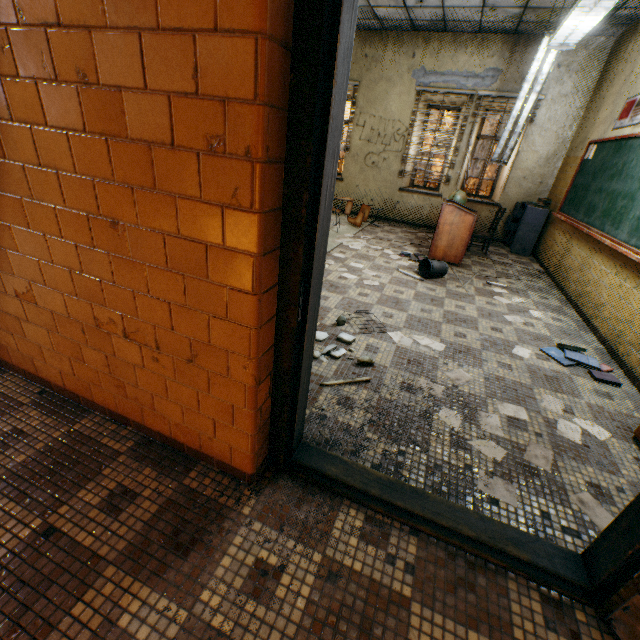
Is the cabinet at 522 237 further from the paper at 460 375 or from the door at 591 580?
the door at 591 580

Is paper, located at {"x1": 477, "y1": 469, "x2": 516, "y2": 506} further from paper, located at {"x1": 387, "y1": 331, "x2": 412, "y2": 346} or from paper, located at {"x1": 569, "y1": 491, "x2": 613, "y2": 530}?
paper, located at {"x1": 387, "y1": 331, "x2": 412, "y2": 346}

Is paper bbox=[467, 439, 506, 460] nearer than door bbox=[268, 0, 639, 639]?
No

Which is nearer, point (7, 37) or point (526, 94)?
point (7, 37)

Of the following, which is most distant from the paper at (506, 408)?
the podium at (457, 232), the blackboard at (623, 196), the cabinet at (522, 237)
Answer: the cabinet at (522, 237)

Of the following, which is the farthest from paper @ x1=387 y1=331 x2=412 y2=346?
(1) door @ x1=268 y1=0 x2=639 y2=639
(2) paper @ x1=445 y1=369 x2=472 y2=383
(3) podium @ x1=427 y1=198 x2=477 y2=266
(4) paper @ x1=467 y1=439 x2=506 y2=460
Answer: (3) podium @ x1=427 y1=198 x2=477 y2=266

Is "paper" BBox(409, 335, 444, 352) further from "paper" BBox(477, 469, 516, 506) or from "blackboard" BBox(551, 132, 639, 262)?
"blackboard" BBox(551, 132, 639, 262)

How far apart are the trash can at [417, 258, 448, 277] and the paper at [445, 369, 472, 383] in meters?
2.3
